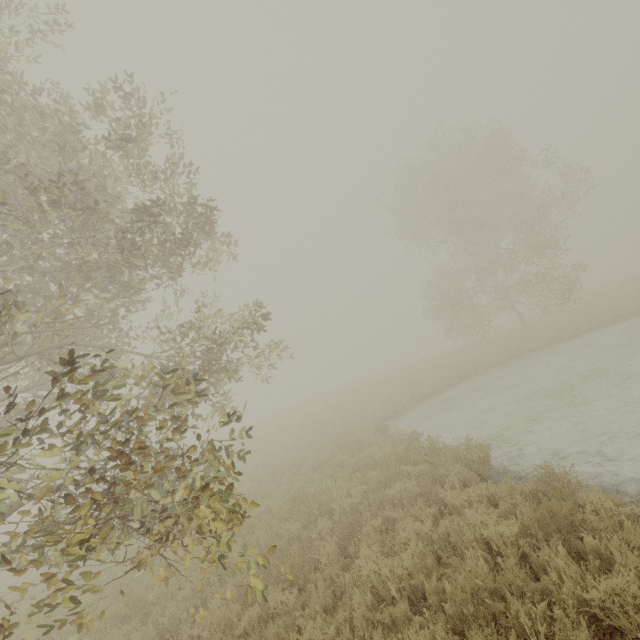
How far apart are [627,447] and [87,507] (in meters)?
9.22
